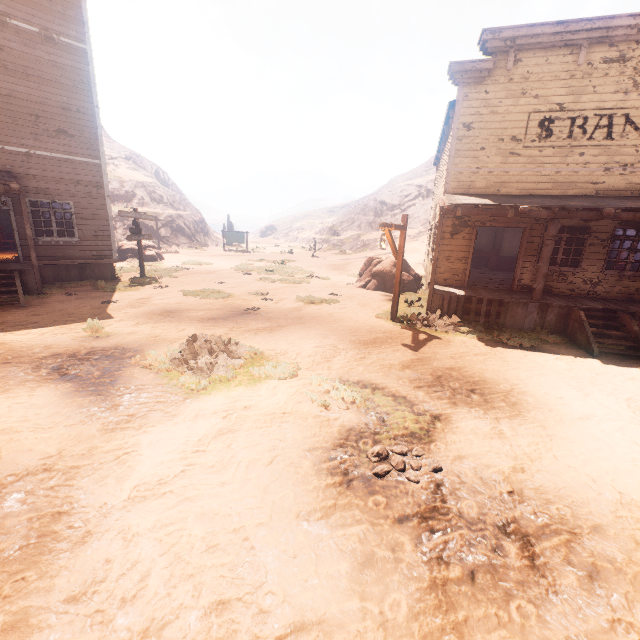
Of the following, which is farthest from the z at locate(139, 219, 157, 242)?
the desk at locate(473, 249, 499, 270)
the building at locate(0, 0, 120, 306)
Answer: the desk at locate(473, 249, 499, 270)

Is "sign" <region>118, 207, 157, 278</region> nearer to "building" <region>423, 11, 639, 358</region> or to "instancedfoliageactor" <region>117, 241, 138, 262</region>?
"building" <region>423, 11, 639, 358</region>

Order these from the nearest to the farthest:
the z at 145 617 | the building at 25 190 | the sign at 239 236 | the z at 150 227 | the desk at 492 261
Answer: the z at 145 617
the building at 25 190
the desk at 492 261
the z at 150 227
the sign at 239 236

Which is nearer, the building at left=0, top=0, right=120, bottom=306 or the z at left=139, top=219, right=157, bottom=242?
the building at left=0, top=0, right=120, bottom=306

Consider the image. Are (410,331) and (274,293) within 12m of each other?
yes

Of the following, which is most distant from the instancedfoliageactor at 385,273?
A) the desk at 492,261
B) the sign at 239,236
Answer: the sign at 239,236
